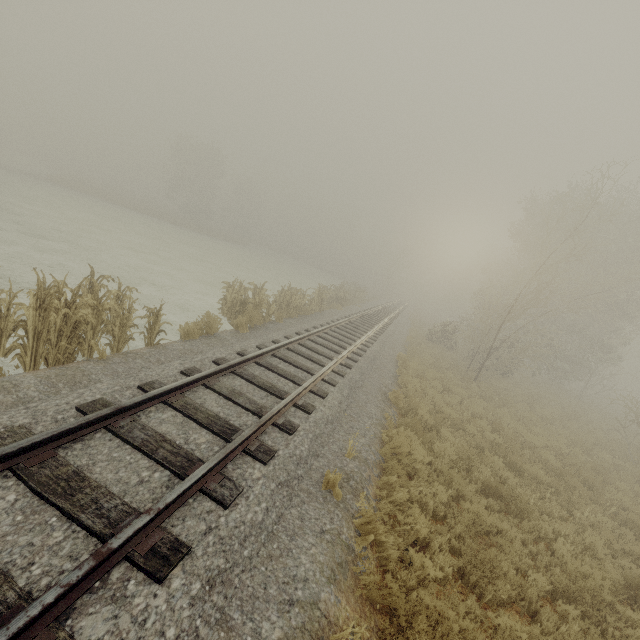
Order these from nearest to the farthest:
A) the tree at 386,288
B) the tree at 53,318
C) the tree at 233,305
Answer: the tree at 53,318 < the tree at 233,305 < the tree at 386,288

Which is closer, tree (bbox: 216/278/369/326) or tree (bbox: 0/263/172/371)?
tree (bbox: 0/263/172/371)

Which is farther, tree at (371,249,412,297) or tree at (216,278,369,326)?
A: tree at (371,249,412,297)

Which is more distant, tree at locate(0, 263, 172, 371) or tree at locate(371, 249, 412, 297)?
tree at locate(371, 249, 412, 297)

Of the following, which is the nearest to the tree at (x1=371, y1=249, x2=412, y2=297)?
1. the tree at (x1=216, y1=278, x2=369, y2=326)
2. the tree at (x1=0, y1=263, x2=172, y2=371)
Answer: the tree at (x1=216, y1=278, x2=369, y2=326)

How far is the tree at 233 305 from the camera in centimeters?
1197cm

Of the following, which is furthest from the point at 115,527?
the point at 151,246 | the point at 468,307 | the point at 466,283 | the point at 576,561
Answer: the point at 468,307

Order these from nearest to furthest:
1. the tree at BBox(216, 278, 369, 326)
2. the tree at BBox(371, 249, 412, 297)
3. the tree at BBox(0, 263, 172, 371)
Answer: the tree at BBox(0, 263, 172, 371) < the tree at BBox(216, 278, 369, 326) < the tree at BBox(371, 249, 412, 297)
